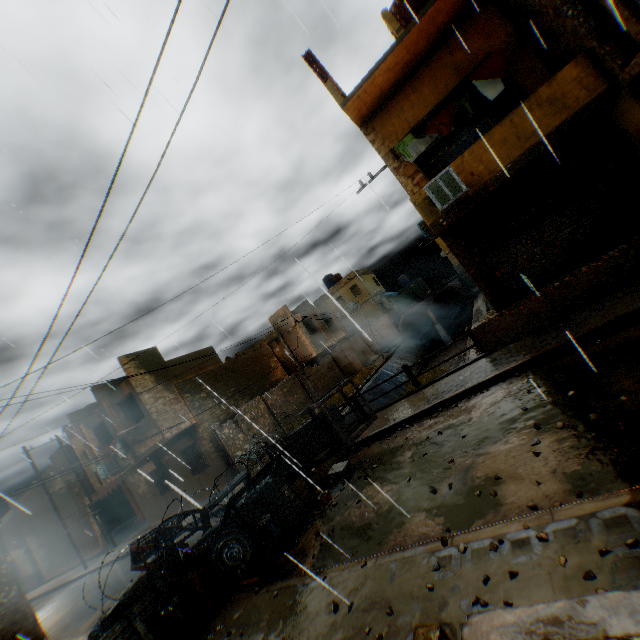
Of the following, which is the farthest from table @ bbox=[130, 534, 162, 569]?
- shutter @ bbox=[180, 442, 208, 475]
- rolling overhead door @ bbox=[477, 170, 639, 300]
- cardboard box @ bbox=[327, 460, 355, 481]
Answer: shutter @ bbox=[180, 442, 208, 475]

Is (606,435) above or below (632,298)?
below

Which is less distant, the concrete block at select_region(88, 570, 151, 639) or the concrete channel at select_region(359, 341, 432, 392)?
the concrete block at select_region(88, 570, 151, 639)

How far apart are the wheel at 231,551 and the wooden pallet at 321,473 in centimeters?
216cm

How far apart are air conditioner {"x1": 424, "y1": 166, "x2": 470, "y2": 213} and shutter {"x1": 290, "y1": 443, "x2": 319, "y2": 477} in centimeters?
820cm

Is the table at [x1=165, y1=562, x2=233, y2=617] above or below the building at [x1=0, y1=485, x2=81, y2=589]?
below

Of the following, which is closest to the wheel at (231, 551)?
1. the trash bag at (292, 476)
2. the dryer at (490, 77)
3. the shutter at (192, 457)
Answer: the trash bag at (292, 476)

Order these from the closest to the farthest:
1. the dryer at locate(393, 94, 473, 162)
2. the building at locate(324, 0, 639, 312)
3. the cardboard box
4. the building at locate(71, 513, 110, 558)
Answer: the building at locate(324, 0, 639, 312) → the cardboard box → the dryer at locate(393, 94, 473, 162) → the building at locate(71, 513, 110, 558)
